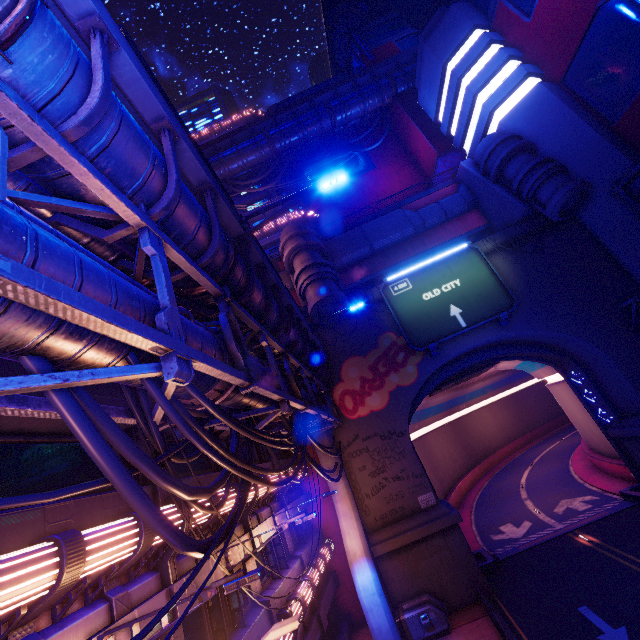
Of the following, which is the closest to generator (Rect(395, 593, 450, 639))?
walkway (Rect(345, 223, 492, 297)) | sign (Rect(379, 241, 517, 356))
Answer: sign (Rect(379, 241, 517, 356))

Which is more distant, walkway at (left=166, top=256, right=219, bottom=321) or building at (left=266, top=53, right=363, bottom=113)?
building at (left=266, top=53, right=363, bottom=113)

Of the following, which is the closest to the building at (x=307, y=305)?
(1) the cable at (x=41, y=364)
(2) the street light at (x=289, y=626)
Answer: (1) the cable at (x=41, y=364)

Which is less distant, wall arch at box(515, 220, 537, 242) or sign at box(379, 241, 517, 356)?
sign at box(379, 241, 517, 356)

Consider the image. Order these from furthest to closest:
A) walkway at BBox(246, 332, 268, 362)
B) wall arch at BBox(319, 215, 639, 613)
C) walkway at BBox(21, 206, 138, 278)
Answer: wall arch at BBox(319, 215, 639, 613), walkway at BBox(246, 332, 268, 362), walkway at BBox(21, 206, 138, 278)

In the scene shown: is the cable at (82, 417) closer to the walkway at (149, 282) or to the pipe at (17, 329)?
the pipe at (17, 329)

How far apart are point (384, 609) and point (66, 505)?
14.6 meters

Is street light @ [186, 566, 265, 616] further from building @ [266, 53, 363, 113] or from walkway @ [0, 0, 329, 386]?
building @ [266, 53, 363, 113]
